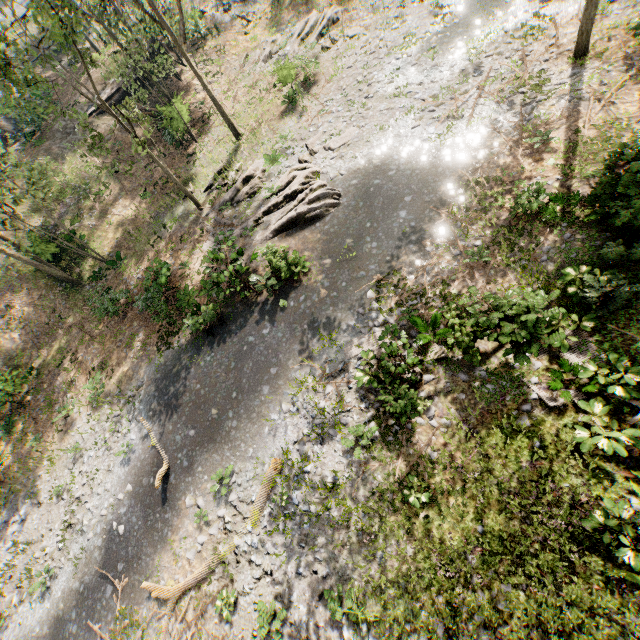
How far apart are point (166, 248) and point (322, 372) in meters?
14.3

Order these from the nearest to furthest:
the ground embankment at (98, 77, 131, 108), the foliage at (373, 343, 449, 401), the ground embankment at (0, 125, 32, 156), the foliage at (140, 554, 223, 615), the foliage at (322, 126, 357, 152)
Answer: the foliage at (373, 343, 449, 401)
the foliage at (140, 554, 223, 615)
the foliage at (322, 126, 357, 152)
the ground embankment at (98, 77, 131, 108)
the ground embankment at (0, 125, 32, 156)

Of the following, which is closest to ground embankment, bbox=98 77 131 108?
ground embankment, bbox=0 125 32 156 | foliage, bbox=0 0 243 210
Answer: foliage, bbox=0 0 243 210

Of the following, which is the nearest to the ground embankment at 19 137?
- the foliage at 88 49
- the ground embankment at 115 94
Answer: Answer: the foliage at 88 49

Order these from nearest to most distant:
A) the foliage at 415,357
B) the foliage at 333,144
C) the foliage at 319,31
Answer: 1. the foliage at 415,357
2. the foliage at 333,144
3. the foliage at 319,31

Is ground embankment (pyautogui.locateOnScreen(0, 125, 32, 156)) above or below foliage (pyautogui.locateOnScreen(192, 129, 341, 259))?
above

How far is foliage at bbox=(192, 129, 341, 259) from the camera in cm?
1603
